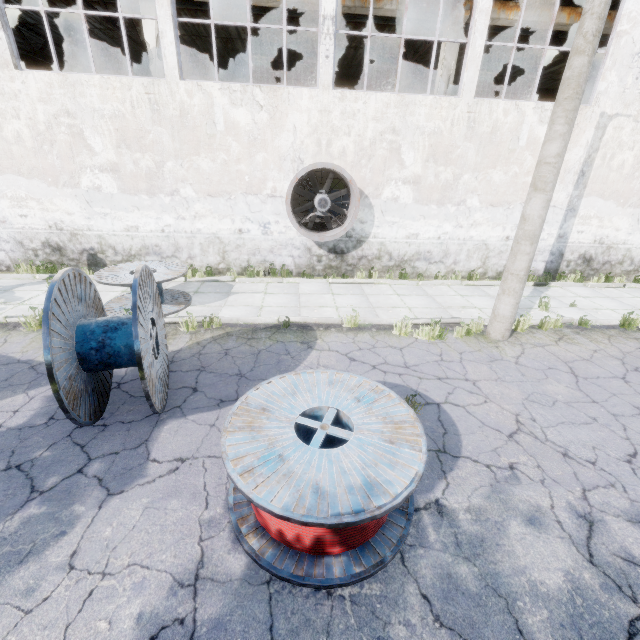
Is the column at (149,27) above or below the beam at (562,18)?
below

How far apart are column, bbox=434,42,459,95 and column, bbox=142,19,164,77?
9.5m

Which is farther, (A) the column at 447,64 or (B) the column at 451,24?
(A) the column at 447,64

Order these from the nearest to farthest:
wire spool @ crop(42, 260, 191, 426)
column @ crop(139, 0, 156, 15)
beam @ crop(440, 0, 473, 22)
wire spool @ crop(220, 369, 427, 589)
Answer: wire spool @ crop(220, 369, 427, 589) < wire spool @ crop(42, 260, 191, 426) < column @ crop(139, 0, 156, 15) < beam @ crop(440, 0, 473, 22)

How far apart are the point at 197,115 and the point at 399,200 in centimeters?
637cm

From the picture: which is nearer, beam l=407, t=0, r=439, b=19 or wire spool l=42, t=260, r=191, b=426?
wire spool l=42, t=260, r=191, b=426

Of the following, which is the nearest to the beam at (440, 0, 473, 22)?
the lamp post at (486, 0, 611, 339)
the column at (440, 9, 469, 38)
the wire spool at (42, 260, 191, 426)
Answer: the column at (440, 9, 469, 38)
